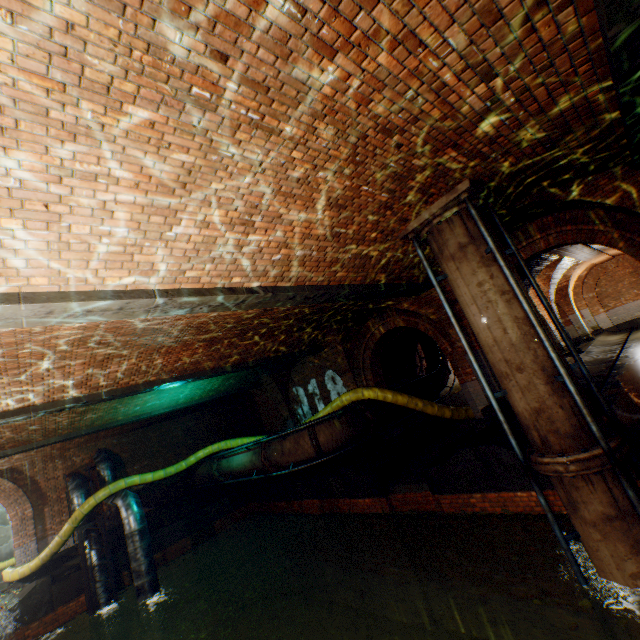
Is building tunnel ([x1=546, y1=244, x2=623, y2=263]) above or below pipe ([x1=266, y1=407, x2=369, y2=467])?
above

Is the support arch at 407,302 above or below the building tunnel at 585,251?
below

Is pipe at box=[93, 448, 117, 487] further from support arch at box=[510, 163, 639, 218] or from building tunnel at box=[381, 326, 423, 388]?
support arch at box=[510, 163, 639, 218]

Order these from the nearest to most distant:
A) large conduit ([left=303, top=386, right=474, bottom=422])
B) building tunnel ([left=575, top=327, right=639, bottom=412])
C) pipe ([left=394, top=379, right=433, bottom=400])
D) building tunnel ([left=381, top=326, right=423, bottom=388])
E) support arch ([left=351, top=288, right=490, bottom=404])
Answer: building tunnel ([left=575, top=327, right=639, bottom=412])
support arch ([left=351, top=288, right=490, bottom=404])
large conduit ([left=303, top=386, right=474, bottom=422])
pipe ([left=394, top=379, right=433, bottom=400])
building tunnel ([left=381, top=326, right=423, bottom=388])

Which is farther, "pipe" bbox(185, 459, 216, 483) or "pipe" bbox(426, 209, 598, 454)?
"pipe" bbox(185, 459, 216, 483)

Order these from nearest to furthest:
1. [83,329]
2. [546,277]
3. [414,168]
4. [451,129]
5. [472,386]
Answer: [451,129] < [414,168] < [83,329] < [472,386] < [546,277]

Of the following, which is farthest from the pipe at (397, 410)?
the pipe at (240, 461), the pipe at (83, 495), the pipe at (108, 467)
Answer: the pipe at (83, 495)

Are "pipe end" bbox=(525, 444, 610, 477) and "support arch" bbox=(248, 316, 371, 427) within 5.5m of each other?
no
